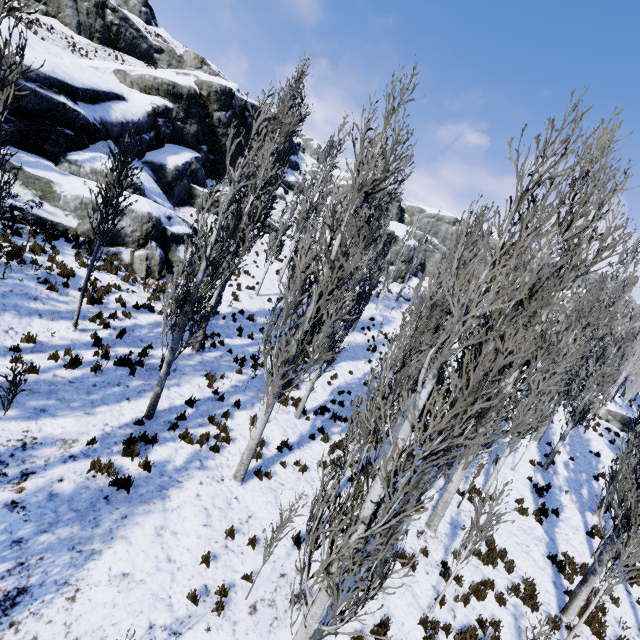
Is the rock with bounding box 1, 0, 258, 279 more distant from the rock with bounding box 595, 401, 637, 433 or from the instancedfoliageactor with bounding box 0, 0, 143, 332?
the rock with bounding box 595, 401, 637, 433

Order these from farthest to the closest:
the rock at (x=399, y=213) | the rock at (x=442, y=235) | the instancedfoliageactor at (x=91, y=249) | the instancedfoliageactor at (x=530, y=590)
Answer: the rock at (x=442, y=235) → the rock at (x=399, y=213) → the instancedfoliageactor at (x=530, y=590) → the instancedfoliageactor at (x=91, y=249)

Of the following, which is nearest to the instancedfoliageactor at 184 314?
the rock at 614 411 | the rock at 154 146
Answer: the rock at 614 411

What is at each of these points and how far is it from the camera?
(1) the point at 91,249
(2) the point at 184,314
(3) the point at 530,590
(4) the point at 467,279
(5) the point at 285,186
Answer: (1) instancedfoliageactor, 10.2m
(2) instancedfoliageactor, 8.6m
(3) instancedfoliageactor, 9.5m
(4) instancedfoliageactor, 3.7m
(5) rock, 38.3m

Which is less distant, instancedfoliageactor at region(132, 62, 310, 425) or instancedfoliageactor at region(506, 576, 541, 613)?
instancedfoliageactor at region(132, 62, 310, 425)

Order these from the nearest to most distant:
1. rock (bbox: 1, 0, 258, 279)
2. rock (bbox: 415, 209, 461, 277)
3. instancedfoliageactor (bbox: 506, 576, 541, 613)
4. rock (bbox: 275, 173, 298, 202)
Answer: instancedfoliageactor (bbox: 506, 576, 541, 613), rock (bbox: 1, 0, 258, 279), rock (bbox: 275, 173, 298, 202), rock (bbox: 415, 209, 461, 277)

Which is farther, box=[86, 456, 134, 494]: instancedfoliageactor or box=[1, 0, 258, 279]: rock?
box=[1, 0, 258, 279]: rock
